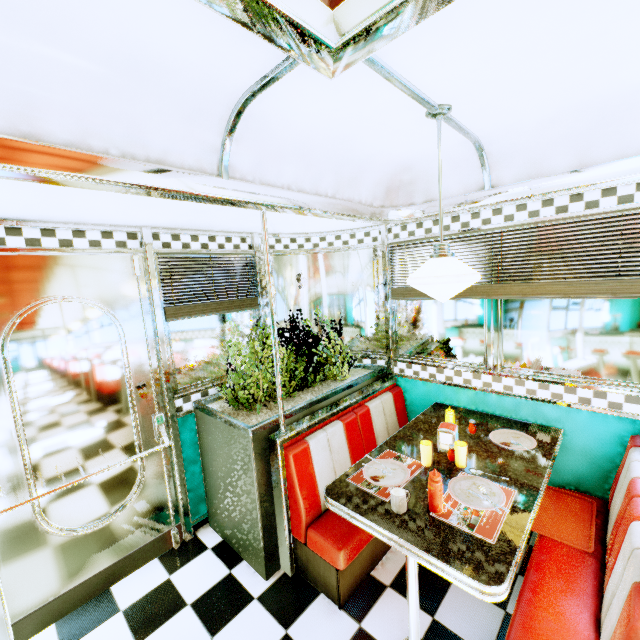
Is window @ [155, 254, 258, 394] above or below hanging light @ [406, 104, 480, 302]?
below

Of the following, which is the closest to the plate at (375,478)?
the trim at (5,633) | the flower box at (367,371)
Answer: the flower box at (367,371)

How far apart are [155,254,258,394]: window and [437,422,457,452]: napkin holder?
1.9m

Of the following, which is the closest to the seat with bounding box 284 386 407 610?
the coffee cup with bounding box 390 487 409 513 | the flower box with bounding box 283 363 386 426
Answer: the flower box with bounding box 283 363 386 426

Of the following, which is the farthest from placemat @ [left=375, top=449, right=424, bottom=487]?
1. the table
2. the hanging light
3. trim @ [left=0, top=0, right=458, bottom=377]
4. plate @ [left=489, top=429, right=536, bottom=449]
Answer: trim @ [left=0, top=0, right=458, bottom=377]

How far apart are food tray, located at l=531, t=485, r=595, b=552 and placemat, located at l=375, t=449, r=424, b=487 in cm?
79

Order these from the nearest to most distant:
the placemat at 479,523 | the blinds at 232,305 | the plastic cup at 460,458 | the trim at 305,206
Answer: the trim at 305,206 → the placemat at 479,523 → the plastic cup at 460,458 → the blinds at 232,305

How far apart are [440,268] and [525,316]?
1.3m
